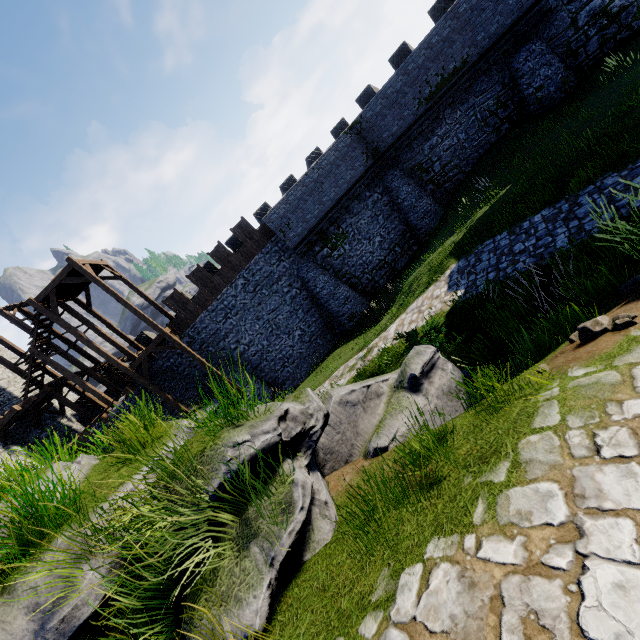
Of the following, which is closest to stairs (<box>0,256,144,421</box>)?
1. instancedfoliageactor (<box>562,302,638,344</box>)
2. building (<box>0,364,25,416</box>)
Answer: building (<box>0,364,25,416</box>)

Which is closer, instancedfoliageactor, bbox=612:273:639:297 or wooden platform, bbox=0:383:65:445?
instancedfoliageactor, bbox=612:273:639:297

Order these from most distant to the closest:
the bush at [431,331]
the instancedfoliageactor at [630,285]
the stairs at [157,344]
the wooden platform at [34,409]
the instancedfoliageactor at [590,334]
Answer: the stairs at [157,344] → the wooden platform at [34,409] → the bush at [431,331] → the instancedfoliageactor at [630,285] → the instancedfoliageactor at [590,334]

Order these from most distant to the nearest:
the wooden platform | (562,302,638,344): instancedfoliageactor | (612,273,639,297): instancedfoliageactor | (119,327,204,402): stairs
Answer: (119,327,204,402): stairs < the wooden platform < (612,273,639,297): instancedfoliageactor < (562,302,638,344): instancedfoliageactor

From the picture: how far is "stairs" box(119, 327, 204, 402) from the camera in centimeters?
1855cm

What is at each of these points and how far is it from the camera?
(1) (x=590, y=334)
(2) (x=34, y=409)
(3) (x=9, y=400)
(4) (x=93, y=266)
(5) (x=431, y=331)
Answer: (1) instancedfoliageactor, 3.4m
(2) wooden platform, 19.3m
(3) building, 20.0m
(4) stairs, 19.2m
(5) bush, 7.9m

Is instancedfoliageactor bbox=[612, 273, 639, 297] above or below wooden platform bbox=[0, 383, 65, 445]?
below

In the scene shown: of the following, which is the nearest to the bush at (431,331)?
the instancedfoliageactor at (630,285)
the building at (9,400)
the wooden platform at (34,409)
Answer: the instancedfoliageactor at (630,285)
